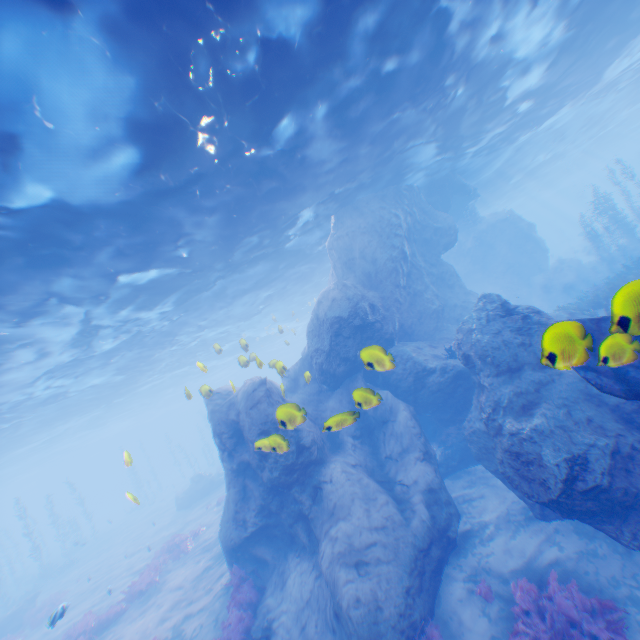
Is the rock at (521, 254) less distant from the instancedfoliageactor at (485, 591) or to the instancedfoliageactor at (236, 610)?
the instancedfoliageactor at (236, 610)

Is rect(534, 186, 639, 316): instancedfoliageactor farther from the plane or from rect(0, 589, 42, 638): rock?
rect(0, 589, 42, 638): rock

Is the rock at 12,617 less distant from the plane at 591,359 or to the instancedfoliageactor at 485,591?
the instancedfoliageactor at 485,591

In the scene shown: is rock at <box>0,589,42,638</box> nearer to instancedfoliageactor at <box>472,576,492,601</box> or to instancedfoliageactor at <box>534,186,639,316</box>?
instancedfoliageactor at <box>472,576,492,601</box>

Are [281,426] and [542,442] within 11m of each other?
yes

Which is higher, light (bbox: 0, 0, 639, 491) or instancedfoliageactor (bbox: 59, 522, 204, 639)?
light (bbox: 0, 0, 639, 491)

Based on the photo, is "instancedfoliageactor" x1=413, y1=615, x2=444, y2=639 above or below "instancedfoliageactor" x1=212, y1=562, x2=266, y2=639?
below

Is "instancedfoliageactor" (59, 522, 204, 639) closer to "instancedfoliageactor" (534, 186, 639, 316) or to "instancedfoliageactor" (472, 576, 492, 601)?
"instancedfoliageactor" (472, 576, 492, 601)
